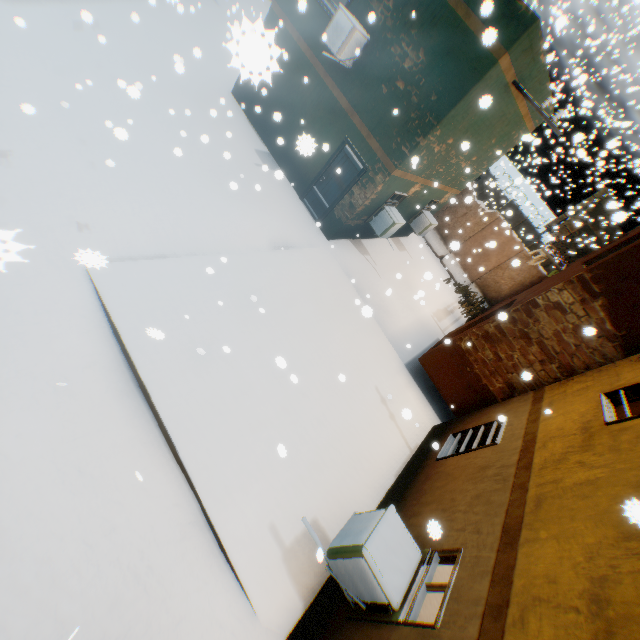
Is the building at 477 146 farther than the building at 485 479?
Yes

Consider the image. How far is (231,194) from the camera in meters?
8.9 m

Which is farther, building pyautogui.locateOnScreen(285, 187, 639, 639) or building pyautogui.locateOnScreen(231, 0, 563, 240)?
building pyautogui.locateOnScreen(231, 0, 563, 240)
